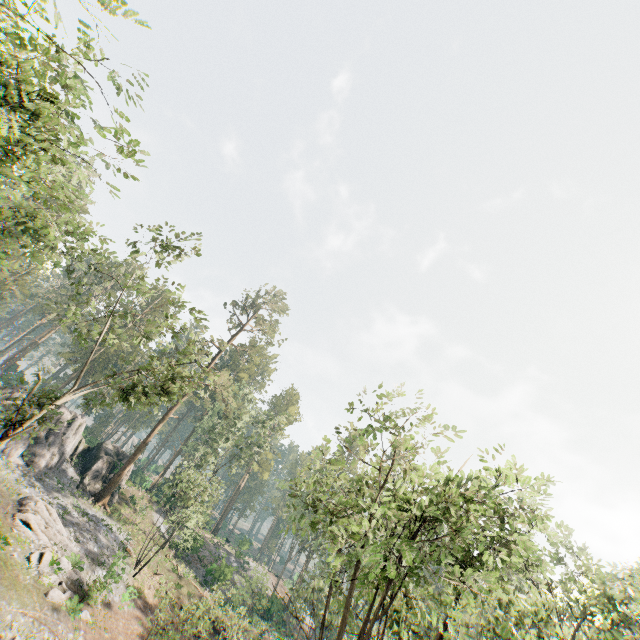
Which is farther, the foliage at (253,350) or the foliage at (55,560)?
the foliage at (253,350)

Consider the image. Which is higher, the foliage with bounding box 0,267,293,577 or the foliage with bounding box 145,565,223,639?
the foliage with bounding box 0,267,293,577

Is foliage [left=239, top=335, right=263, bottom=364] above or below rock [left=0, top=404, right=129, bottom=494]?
above

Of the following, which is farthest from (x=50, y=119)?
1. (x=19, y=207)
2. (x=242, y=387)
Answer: (x=242, y=387)

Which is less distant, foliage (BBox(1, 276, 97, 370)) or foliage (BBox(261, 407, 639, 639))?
foliage (BBox(261, 407, 639, 639))

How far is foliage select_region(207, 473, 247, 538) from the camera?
54.2 meters

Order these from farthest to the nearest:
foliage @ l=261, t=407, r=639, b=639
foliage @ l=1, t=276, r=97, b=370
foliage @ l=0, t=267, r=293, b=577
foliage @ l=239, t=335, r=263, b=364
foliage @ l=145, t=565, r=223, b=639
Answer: foliage @ l=239, t=335, r=263, b=364, foliage @ l=1, t=276, r=97, b=370, foliage @ l=0, t=267, r=293, b=577, foliage @ l=145, t=565, r=223, b=639, foliage @ l=261, t=407, r=639, b=639
